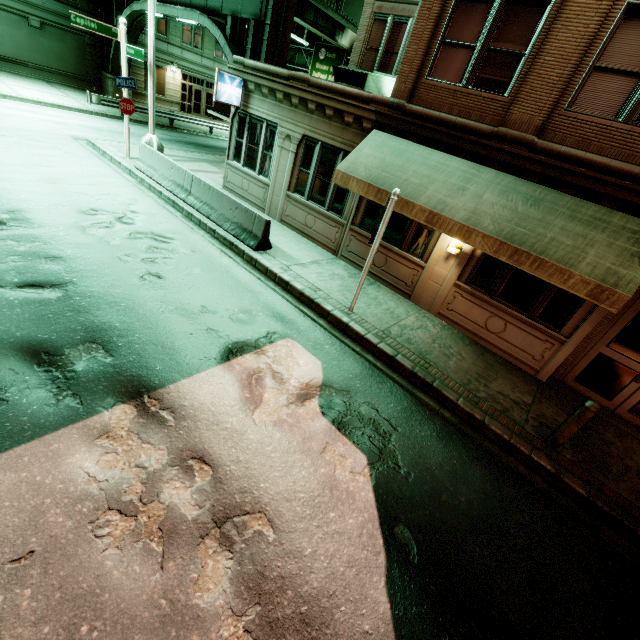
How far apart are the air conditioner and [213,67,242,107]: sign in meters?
4.5

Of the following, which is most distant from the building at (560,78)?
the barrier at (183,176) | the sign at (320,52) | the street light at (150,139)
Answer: the sign at (320,52)

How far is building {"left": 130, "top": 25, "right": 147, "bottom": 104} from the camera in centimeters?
2836cm

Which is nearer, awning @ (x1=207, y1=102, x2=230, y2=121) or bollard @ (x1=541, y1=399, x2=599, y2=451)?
bollard @ (x1=541, y1=399, x2=599, y2=451)

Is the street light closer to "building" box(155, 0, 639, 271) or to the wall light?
"building" box(155, 0, 639, 271)

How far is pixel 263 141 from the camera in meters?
12.3

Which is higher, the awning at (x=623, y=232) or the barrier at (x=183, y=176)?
the awning at (x=623, y=232)

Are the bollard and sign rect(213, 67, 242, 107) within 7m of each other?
no
